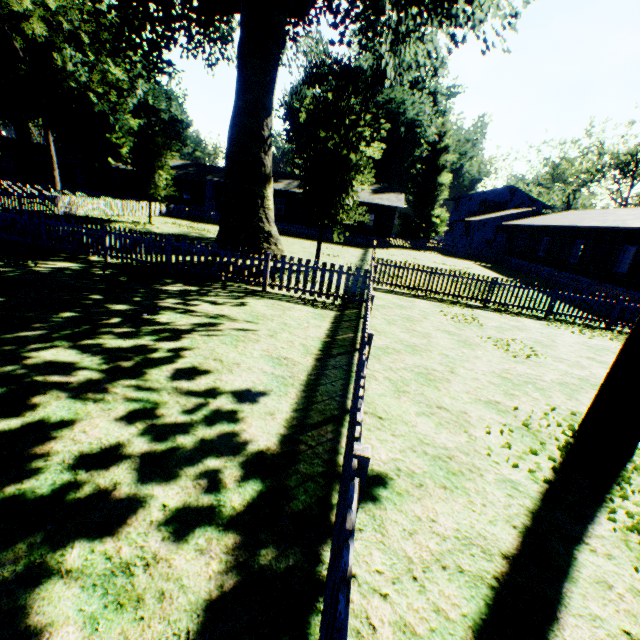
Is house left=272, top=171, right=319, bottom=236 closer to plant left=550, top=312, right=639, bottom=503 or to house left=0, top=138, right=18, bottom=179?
plant left=550, top=312, right=639, bottom=503

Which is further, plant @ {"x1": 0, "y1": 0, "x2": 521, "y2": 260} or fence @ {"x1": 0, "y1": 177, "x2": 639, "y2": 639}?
plant @ {"x1": 0, "y1": 0, "x2": 521, "y2": 260}

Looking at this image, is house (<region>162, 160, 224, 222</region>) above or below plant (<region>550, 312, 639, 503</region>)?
above

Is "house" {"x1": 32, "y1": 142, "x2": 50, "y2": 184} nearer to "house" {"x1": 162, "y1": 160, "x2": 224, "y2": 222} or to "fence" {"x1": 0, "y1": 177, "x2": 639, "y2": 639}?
"house" {"x1": 162, "y1": 160, "x2": 224, "y2": 222}

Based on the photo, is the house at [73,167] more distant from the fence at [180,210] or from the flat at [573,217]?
the flat at [573,217]

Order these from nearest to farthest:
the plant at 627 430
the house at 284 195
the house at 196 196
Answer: the plant at 627 430
the house at 284 195
the house at 196 196

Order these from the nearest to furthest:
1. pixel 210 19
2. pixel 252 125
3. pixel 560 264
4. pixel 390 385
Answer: pixel 390 385 → pixel 252 125 → pixel 210 19 → pixel 560 264

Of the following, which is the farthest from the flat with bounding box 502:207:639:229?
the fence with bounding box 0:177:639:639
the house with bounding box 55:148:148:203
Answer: the house with bounding box 55:148:148:203
